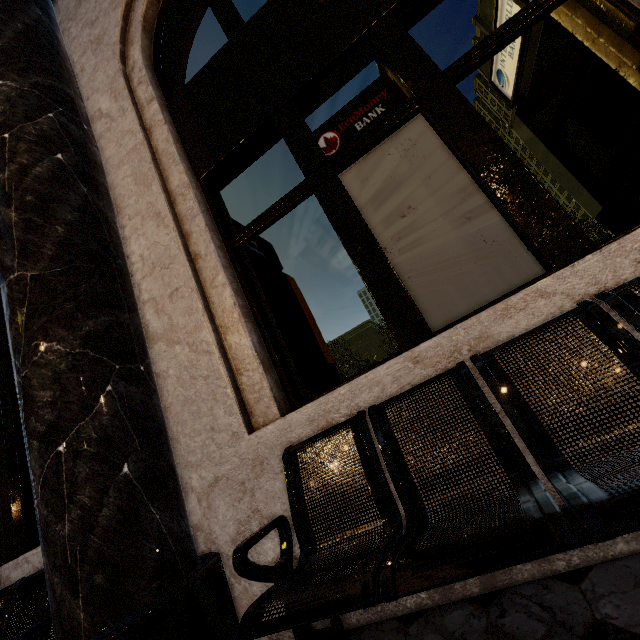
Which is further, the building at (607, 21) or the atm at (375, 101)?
the atm at (375, 101)

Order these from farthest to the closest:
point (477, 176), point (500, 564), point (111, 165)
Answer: point (111, 165) → point (477, 176) → point (500, 564)

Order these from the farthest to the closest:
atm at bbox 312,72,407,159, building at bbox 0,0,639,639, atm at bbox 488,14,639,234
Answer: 1. atm at bbox 312,72,407,159
2. atm at bbox 488,14,639,234
3. building at bbox 0,0,639,639

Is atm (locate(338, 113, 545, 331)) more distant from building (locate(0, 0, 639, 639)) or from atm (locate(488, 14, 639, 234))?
atm (locate(488, 14, 639, 234))

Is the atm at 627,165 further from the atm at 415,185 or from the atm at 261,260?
the atm at 261,260

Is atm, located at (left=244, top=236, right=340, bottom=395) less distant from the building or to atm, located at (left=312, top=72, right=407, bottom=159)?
the building

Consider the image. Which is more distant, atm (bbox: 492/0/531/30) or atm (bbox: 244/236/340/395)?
atm (bbox: 244/236/340/395)

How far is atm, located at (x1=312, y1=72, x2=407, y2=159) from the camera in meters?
2.7 m
